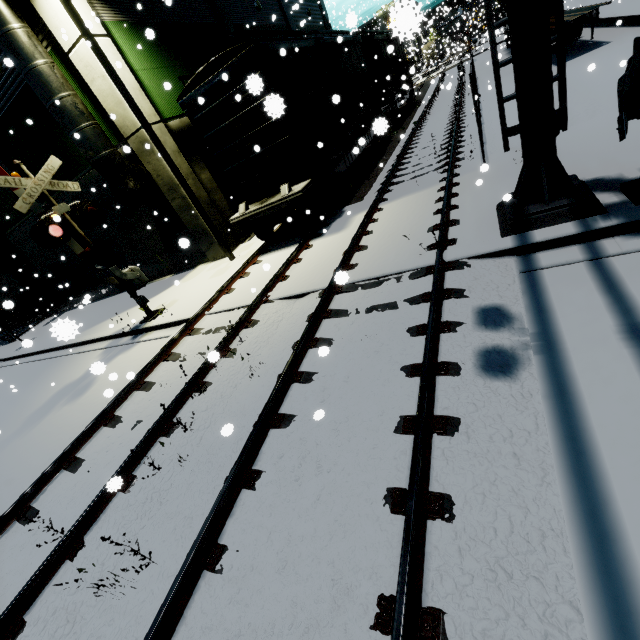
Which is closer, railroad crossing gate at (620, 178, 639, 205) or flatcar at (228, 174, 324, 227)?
railroad crossing gate at (620, 178, 639, 205)

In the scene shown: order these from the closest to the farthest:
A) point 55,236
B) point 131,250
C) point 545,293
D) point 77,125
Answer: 1. point 545,293
2. point 55,236
3. point 77,125
4. point 131,250

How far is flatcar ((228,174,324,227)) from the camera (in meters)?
9.22

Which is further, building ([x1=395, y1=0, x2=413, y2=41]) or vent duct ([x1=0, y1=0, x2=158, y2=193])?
vent duct ([x1=0, y1=0, x2=158, y2=193])

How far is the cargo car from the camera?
8.4 meters

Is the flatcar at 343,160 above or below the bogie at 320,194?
above

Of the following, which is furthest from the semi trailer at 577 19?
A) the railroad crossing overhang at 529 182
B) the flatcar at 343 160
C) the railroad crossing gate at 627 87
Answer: the railroad crossing gate at 627 87

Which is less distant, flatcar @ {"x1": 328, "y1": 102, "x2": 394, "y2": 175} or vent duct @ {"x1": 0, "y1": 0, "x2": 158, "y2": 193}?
flatcar @ {"x1": 328, "y1": 102, "x2": 394, "y2": 175}
